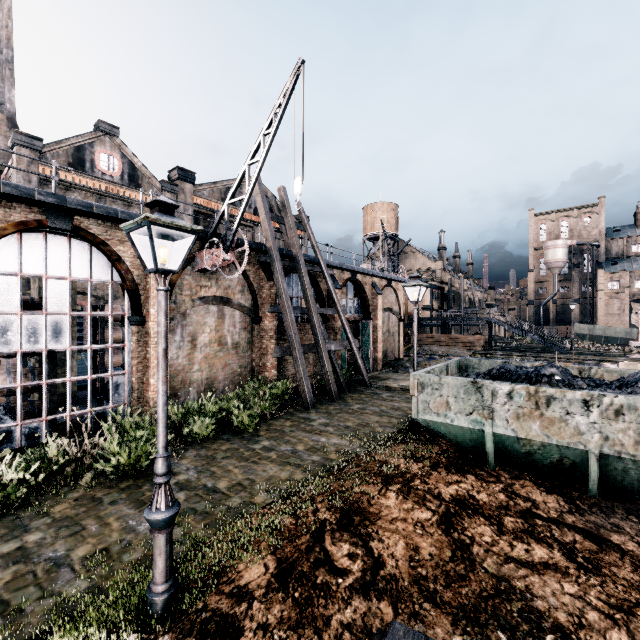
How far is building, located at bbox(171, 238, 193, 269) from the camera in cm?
1379

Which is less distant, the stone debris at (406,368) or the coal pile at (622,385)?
the coal pile at (622,385)

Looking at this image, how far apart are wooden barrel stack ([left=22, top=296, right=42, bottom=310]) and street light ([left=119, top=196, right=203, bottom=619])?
9.9m

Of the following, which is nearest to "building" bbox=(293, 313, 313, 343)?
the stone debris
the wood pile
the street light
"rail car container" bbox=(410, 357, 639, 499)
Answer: the stone debris

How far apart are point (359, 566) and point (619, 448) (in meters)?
5.85

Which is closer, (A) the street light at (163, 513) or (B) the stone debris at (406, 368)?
(A) the street light at (163, 513)

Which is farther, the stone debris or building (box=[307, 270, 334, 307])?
the stone debris
